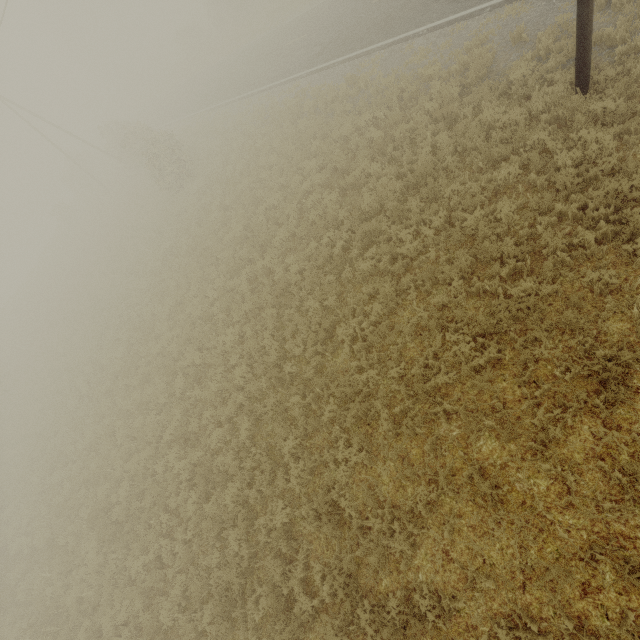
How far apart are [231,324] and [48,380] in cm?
1565
